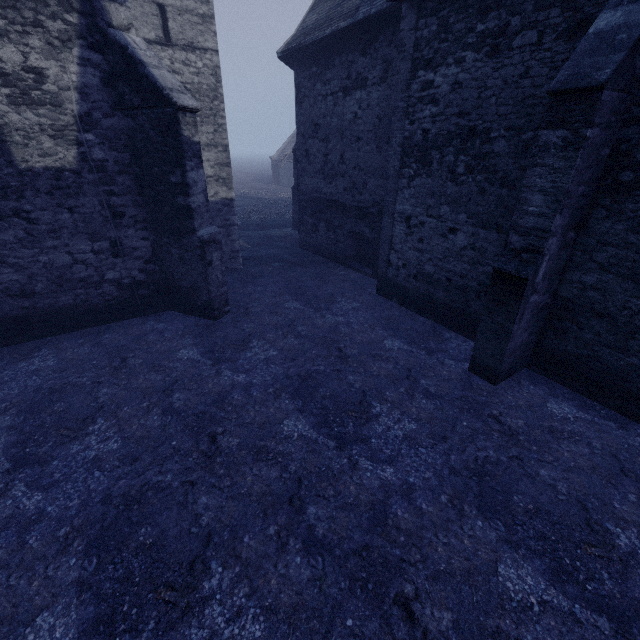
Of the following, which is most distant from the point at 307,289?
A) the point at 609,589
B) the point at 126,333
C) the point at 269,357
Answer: the point at 609,589

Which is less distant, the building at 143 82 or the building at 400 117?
the building at 400 117

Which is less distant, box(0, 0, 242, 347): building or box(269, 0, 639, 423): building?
box(269, 0, 639, 423): building
